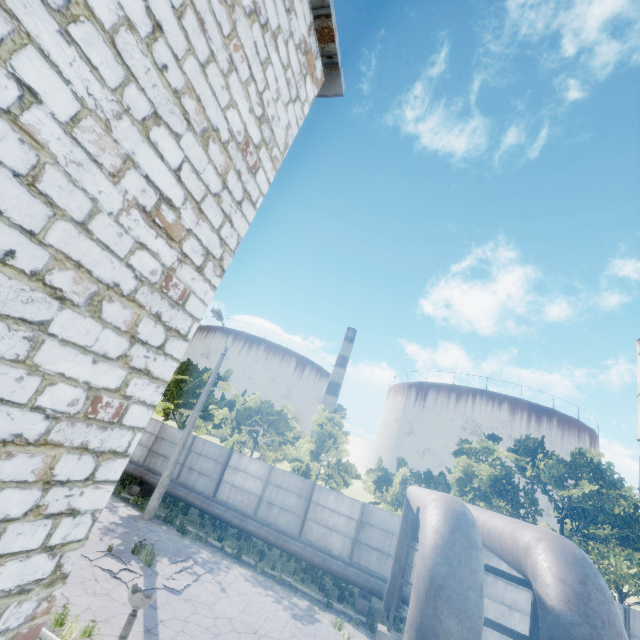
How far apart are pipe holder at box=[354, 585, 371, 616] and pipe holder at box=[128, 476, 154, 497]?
12.36m

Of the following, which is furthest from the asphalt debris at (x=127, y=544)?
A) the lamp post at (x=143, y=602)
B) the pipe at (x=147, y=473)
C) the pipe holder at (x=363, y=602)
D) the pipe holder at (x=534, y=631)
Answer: the pipe holder at (x=534, y=631)

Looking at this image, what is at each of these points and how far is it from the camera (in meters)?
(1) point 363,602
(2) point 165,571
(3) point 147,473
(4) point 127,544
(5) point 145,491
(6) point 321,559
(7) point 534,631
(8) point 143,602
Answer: (1) pipe holder, 13.43
(2) asphalt debris, 11.15
(3) pipe, 18.09
(4) asphalt debris, 12.05
(5) pipe holder, 18.06
(6) pipe, 14.45
(7) pipe holder, 3.33
(8) lamp post, 3.52

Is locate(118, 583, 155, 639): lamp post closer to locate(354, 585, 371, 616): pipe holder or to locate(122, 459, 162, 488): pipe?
locate(122, 459, 162, 488): pipe

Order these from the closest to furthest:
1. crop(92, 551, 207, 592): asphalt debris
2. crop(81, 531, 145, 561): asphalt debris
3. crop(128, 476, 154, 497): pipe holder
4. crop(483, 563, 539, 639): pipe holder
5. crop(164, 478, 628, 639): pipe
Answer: crop(164, 478, 628, 639): pipe < crop(483, 563, 539, 639): pipe holder < crop(92, 551, 207, 592): asphalt debris < crop(81, 531, 145, 561): asphalt debris < crop(128, 476, 154, 497): pipe holder

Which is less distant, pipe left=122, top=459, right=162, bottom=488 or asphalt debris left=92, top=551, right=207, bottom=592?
asphalt debris left=92, top=551, right=207, bottom=592

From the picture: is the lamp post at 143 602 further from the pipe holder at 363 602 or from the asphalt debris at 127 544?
the pipe holder at 363 602

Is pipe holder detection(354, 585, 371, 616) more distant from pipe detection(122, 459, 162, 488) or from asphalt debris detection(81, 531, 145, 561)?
asphalt debris detection(81, 531, 145, 561)
